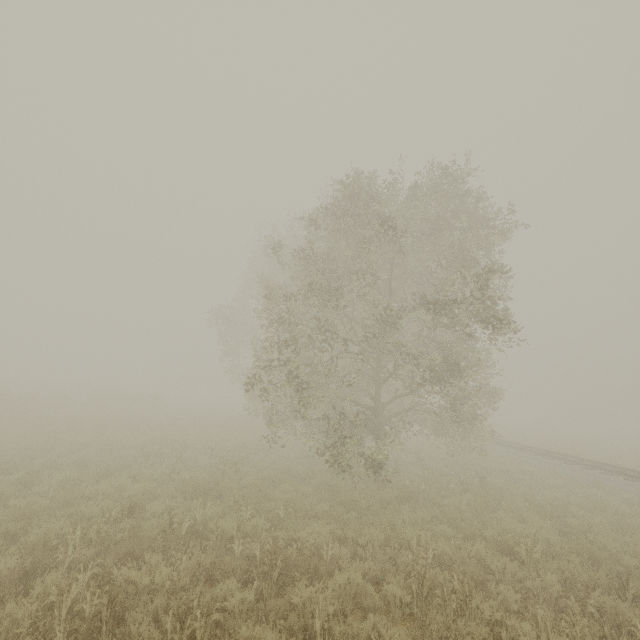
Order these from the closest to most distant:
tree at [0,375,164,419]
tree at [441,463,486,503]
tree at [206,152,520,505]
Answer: tree at [206,152,520,505] → tree at [441,463,486,503] → tree at [0,375,164,419]

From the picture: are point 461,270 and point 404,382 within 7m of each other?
yes

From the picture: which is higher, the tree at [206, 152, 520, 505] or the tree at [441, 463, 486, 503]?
the tree at [206, 152, 520, 505]

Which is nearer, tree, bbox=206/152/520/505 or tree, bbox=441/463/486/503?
tree, bbox=206/152/520/505

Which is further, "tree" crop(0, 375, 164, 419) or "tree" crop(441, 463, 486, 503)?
"tree" crop(0, 375, 164, 419)

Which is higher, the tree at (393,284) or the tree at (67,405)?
the tree at (393,284)

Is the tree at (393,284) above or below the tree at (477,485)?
above
